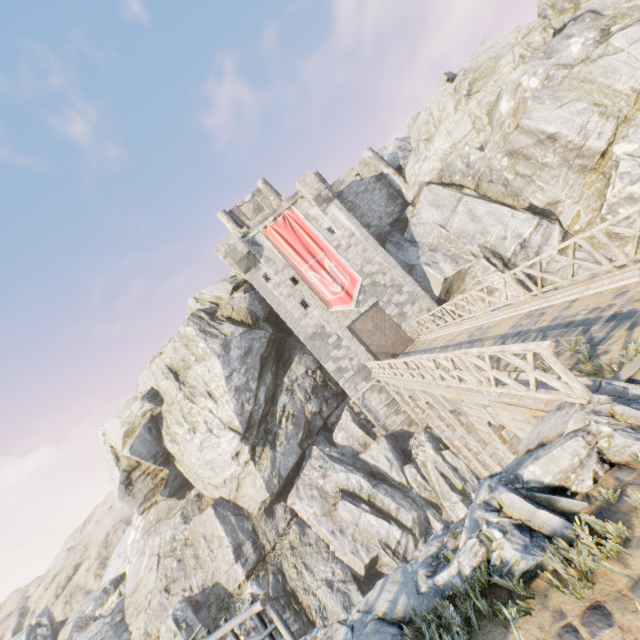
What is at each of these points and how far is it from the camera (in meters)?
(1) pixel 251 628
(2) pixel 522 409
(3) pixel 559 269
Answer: (1) rock, 16.73
(2) stone blocks, 6.07
(3) rock, 19.70

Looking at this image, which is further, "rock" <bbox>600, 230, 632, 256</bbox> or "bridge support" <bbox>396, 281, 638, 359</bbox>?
"rock" <bbox>600, 230, 632, 256</bbox>

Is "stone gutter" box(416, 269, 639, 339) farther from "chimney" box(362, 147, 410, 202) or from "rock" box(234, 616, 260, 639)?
Answer: "chimney" box(362, 147, 410, 202)

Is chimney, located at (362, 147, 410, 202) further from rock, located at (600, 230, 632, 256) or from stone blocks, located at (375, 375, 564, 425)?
stone blocks, located at (375, 375, 564, 425)

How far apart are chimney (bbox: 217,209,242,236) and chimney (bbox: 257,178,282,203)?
3.19m

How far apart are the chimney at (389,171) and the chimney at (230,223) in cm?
1191

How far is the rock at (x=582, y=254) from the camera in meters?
18.7

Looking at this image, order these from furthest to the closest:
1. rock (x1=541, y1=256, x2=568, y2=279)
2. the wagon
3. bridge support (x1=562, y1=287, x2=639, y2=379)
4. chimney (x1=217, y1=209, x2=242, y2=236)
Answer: chimney (x1=217, y1=209, x2=242, y2=236) → rock (x1=541, y1=256, x2=568, y2=279) → bridge support (x1=562, y1=287, x2=639, y2=379) → the wagon
